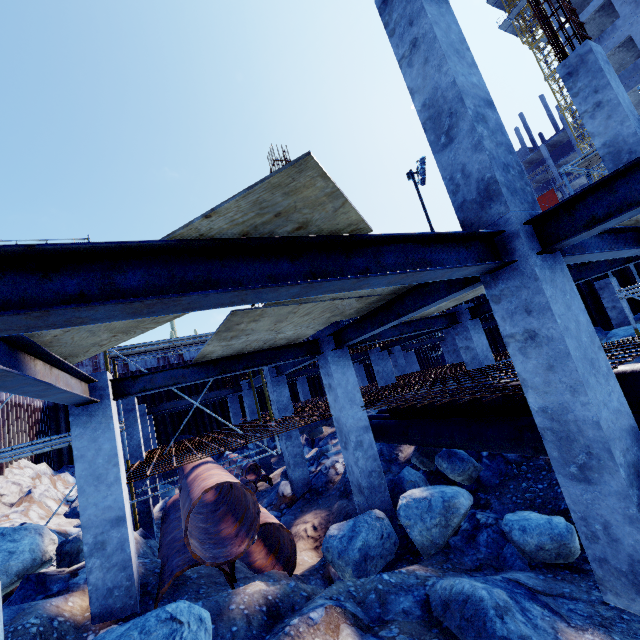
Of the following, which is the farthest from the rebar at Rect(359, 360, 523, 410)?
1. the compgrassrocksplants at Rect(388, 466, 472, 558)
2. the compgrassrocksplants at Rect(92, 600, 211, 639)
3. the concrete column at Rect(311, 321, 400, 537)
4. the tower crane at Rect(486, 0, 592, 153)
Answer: the tower crane at Rect(486, 0, 592, 153)

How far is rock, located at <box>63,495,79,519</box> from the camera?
13.2m

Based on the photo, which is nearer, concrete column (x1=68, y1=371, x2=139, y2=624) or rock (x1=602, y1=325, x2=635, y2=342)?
concrete column (x1=68, y1=371, x2=139, y2=624)

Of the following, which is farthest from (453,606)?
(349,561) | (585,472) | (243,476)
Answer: (243,476)

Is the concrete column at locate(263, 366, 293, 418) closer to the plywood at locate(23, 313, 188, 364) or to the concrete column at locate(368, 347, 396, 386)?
the plywood at locate(23, 313, 188, 364)

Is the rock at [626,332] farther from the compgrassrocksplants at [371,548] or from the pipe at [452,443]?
the compgrassrocksplants at [371,548]

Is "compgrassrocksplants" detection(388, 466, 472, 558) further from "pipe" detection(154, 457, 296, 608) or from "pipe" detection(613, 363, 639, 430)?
"pipe" detection(154, 457, 296, 608)

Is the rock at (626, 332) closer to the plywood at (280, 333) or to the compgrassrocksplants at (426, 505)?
the plywood at (280, 333)
